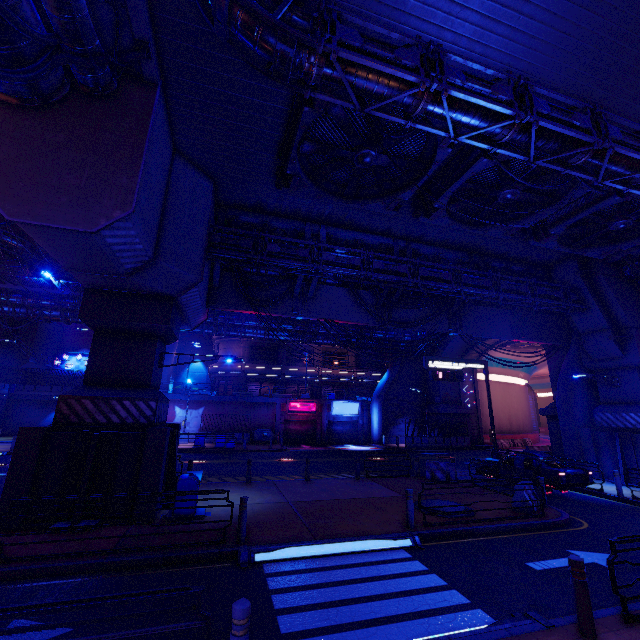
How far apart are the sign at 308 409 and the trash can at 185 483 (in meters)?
24.38

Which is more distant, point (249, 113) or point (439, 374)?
point (439, 374)

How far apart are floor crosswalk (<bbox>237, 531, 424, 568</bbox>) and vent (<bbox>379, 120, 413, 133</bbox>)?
11.3m

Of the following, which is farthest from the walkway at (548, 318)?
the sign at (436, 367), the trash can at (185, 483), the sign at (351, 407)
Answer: the sign at (351, 407)

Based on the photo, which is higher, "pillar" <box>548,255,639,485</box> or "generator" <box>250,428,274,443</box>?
"pillar" <box>548,255,639,485</box>

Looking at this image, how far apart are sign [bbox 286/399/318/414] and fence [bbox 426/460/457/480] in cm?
1963

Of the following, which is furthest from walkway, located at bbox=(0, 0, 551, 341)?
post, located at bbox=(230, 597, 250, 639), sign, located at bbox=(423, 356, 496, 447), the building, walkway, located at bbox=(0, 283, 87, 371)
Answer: the building

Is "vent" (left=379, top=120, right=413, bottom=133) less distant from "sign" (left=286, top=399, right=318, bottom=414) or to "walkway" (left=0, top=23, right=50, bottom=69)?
"walkway" (left=0, top=23, right=50, bottom=69)
